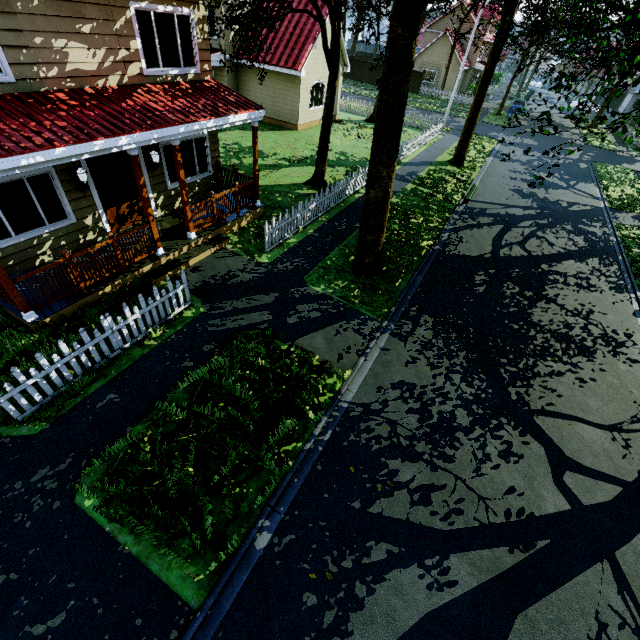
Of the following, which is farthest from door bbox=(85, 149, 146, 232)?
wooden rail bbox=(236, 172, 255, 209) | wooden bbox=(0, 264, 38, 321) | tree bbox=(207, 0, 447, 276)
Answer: tree bbox=(207, 0, 447, 276)

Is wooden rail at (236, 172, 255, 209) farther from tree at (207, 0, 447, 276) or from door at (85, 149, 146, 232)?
tree at (207, 0, 447, 276)

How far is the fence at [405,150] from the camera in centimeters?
1953cm

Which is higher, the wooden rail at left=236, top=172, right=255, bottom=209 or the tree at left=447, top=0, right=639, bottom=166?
the tree at left=447, top=0, right=639, bottom=166

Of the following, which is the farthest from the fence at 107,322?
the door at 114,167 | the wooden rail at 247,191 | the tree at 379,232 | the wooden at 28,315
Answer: the wooden at 28,315

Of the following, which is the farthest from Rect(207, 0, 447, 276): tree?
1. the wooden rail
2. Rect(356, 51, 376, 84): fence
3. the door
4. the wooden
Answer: the wooden

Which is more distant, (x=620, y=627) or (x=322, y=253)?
(x=322, y=253)

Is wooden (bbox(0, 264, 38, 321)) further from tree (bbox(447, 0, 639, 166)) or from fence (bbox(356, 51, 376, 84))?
tree (bbox(447, 0, 639, 166))
